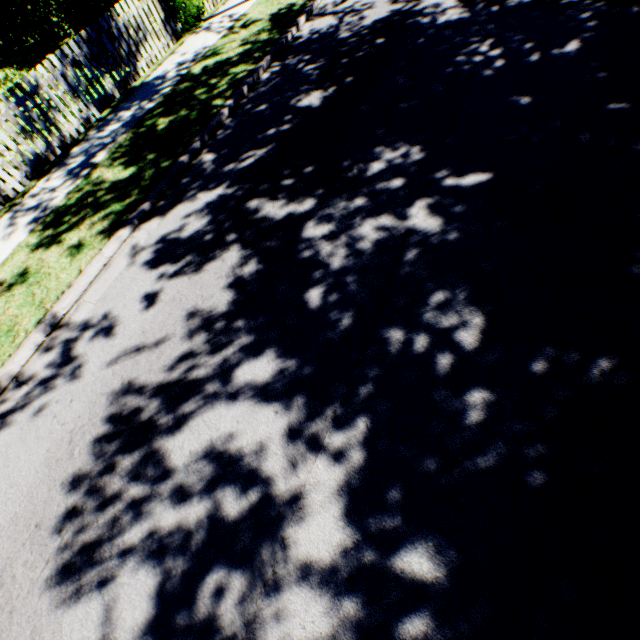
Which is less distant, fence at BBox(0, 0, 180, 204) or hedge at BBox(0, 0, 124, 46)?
fence at BBox(0, 0, 180, 204)

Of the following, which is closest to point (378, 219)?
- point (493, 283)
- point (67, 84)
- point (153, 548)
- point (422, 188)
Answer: point (422, 188)

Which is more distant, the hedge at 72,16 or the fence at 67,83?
the hedge at 72,16
